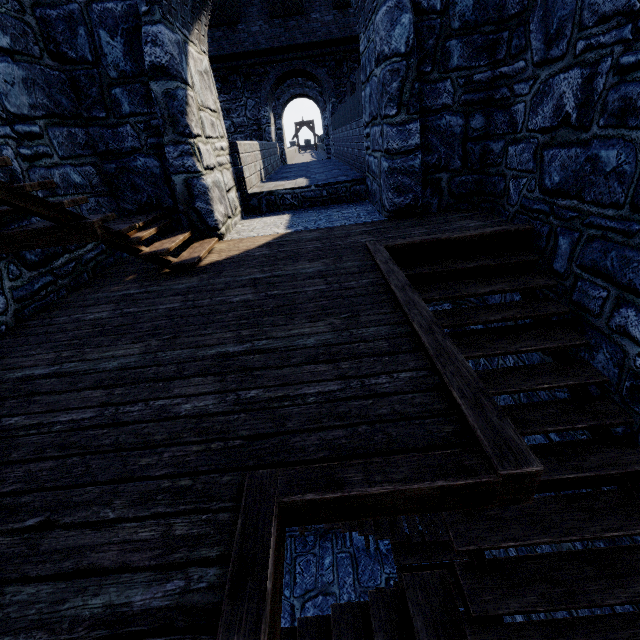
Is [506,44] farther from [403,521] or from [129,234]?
[403,521]
